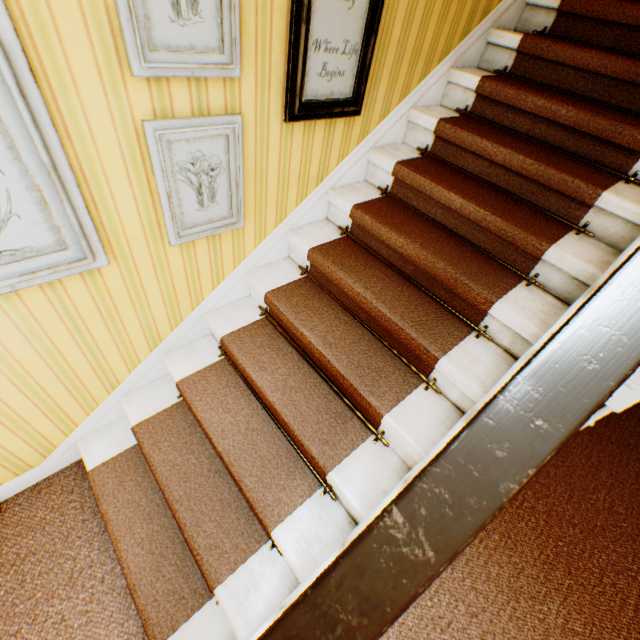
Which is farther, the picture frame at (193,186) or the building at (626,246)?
the picture frame at (193,186)

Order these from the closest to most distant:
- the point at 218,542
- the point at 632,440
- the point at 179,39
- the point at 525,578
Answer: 1. the point at 179,39
2. the point at 218,542
3. the point at 525,578
4. the point at 632,440

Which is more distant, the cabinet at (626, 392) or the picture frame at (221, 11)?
the cabinet at (626, 392)

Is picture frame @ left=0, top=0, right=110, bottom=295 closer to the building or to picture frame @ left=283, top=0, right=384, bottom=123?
the building

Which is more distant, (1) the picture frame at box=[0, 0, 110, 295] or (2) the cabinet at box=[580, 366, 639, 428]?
(2) the cabinet at box=[580, 366, 639, 428]

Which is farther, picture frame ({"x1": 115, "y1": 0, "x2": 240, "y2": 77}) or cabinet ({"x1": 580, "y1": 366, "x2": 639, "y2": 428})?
cabinet ({"x1": 580, "y1": 366, "x2": 639, "y2": 428})

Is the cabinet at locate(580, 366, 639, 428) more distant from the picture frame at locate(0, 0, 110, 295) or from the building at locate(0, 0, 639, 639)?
the picture frame at locate(0, 0, 110, 295)

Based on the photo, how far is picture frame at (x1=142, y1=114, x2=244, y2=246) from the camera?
1.4m
